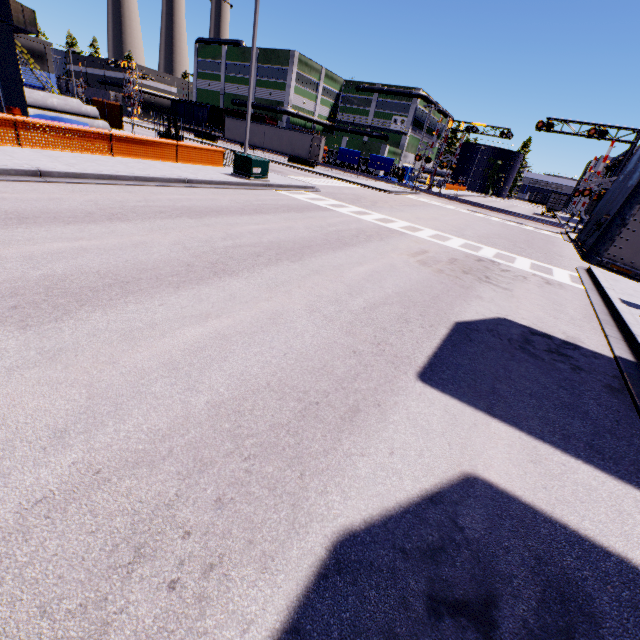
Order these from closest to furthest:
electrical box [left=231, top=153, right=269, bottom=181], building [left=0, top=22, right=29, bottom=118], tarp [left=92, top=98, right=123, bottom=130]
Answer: building [left=0, top=22, right=29, bottom=118] < electrical box [left=231, top=153, right=269, bottom=181] < tarp [left=92, top=98, right=123, bottom=130]

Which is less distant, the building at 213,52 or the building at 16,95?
the building at 16,95

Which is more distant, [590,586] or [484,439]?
[484,439]

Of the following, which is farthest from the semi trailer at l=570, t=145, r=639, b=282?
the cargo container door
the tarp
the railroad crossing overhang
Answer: the cargo container door

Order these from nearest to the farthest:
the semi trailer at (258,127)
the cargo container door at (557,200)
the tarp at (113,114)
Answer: the tarp at (113,114) < the semi trailer at (258,127) < the cargo container door at (557,200)

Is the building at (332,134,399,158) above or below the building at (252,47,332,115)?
below

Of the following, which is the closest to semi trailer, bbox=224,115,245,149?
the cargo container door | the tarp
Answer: the tarp

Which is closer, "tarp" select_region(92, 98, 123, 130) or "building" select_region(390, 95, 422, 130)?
"tarp" select_region(92, 98, 123, 130)
